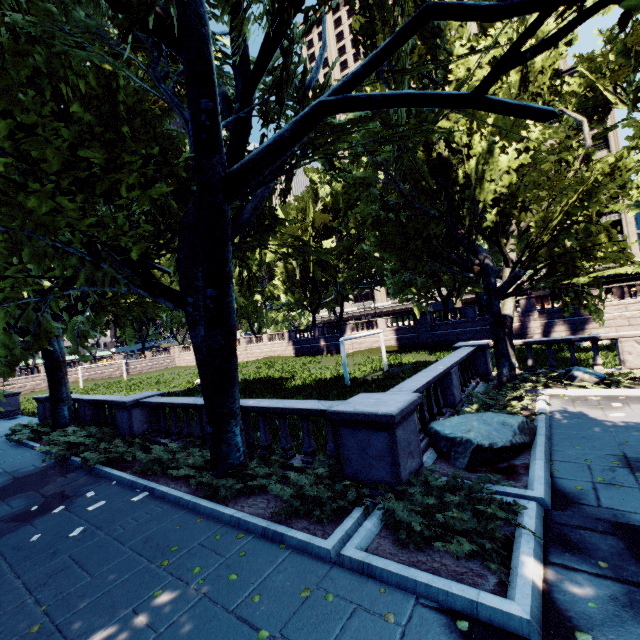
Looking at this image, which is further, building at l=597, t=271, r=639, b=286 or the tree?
building at l=597, t=271, r=639, b=286

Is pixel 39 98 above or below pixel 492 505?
above

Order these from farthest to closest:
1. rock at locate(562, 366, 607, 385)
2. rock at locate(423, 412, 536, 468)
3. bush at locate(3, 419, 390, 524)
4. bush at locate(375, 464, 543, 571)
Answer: rock at locate(562, 366, 607, 385)
rock at locate(423, 412, 536, 468)
bush at locate(3, 419, 390, 524)
bush at locate(375, 464, 543, 571)

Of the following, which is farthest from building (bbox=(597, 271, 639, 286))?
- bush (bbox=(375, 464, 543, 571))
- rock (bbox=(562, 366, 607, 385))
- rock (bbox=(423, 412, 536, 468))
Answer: bush (bbox=(375, 464, 543, 571))

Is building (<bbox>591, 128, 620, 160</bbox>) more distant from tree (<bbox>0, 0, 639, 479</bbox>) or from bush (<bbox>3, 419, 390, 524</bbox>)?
bush (<bbox>3, 419, 390, 524</bbox>)

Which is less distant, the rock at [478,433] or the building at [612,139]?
the rock at [478,433]

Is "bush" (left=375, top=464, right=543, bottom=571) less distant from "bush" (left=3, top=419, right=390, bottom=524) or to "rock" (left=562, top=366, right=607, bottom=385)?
"bush" (left=3, top=419, right=390, bottom=524)

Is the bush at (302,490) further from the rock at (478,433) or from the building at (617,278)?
the building at (617,278)
